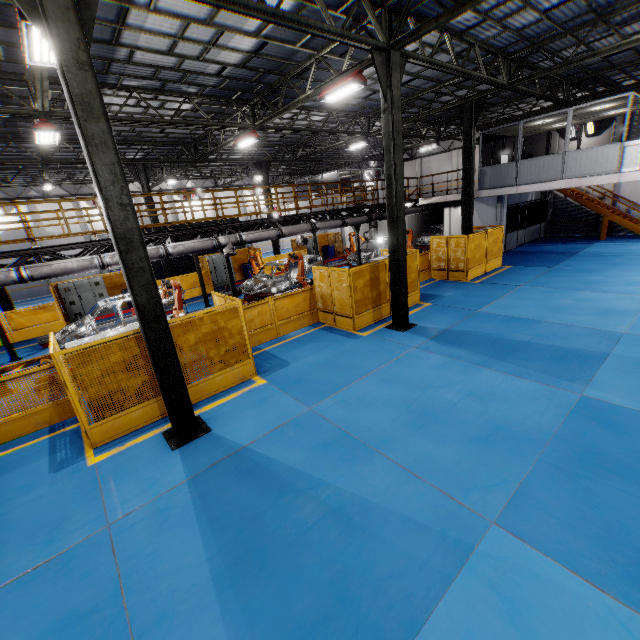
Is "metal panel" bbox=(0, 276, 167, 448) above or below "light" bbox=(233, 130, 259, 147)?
below

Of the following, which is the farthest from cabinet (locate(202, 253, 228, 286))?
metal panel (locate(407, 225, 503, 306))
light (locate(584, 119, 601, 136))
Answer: light (locate(584, 119, 601, 136))

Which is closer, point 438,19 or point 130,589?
point 130,589

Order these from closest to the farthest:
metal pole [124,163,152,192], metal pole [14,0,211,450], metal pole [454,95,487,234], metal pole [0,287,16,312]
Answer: metal pole [14,0,211,450]
metal pole [454,95,487,234]
metal pole [0,287,16,312]
metal pole [124,163,152,192]

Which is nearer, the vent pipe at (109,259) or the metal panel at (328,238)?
the vent pipe at (109,259)

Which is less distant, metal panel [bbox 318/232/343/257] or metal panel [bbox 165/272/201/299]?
metal panel [bbox 165/272/201/299]

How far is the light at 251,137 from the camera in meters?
14.6 m

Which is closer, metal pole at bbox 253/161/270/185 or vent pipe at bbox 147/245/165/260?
vent pipe at bbox 147/245/165/260
